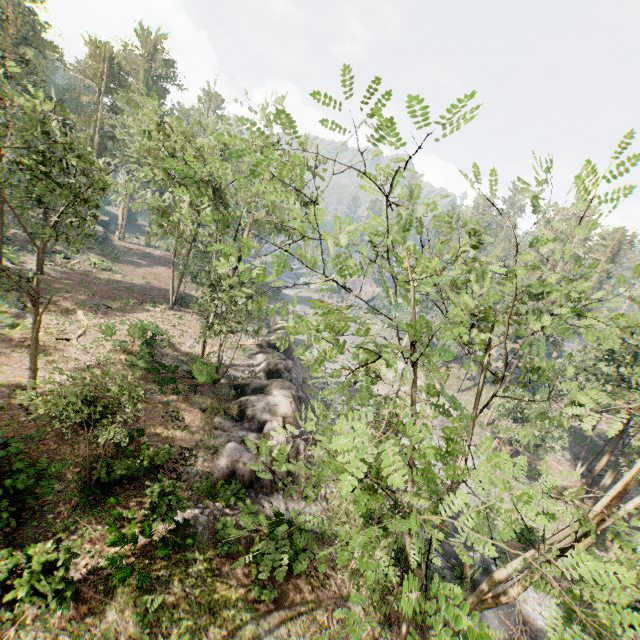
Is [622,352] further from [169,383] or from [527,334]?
[169,383]

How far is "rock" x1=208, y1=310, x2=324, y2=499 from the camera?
17.73m

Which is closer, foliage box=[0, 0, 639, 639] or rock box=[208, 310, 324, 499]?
foliage box=[0, 0, 639, 639]

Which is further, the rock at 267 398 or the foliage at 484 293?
the rock at 267 398

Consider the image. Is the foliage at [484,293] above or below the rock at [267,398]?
above

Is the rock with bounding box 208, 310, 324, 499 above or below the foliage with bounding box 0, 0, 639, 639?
below
